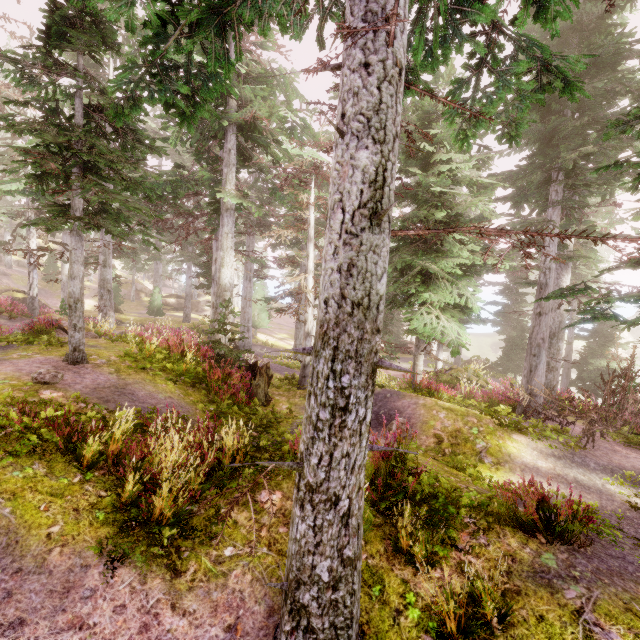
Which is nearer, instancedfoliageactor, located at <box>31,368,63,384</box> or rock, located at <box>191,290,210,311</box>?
instancedfoliageactor, located at <box>31,368,63,384</box>

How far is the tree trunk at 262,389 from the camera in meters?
10.6

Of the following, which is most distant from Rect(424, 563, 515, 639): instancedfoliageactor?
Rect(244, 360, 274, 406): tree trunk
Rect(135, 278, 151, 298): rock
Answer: Rect(244, 360, 274, 406): tree trunk

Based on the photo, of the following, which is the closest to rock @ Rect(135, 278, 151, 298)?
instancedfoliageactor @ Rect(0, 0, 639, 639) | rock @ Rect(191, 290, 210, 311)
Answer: instancedfoliageactor @ Rect(0, 0, 639, 639)

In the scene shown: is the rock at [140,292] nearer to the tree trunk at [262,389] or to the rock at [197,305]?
the rock at [197,305]

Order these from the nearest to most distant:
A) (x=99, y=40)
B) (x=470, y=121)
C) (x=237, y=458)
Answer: (x=237, y=458) → (x=470, y=121) → (x=99, y=40)

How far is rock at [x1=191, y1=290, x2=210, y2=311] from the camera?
46.1 meters
